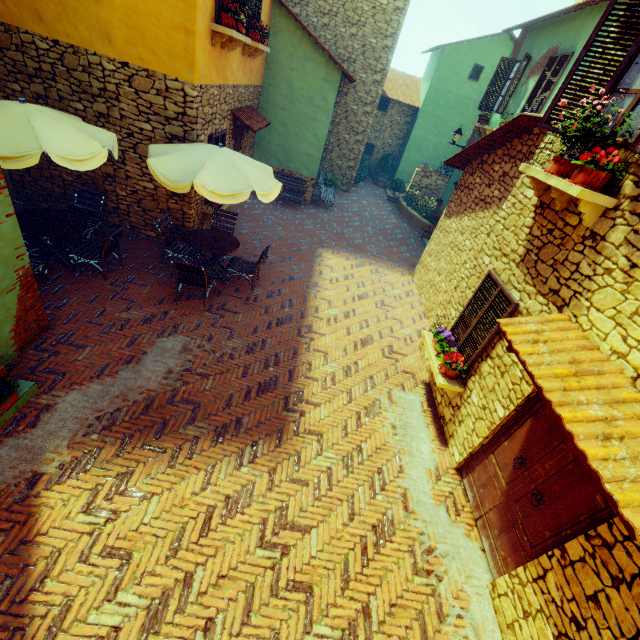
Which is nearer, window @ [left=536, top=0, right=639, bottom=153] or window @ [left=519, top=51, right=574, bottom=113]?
window @ [left=536, top=0, right=639, bottom=153]

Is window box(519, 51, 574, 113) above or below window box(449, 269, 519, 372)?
above

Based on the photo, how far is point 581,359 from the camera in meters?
3.4

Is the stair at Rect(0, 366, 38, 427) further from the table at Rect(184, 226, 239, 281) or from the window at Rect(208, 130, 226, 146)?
the window at Rect(208, 130, 226, 146)

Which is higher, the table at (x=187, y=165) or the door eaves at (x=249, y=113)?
the door eaves at (x=249, y=113)

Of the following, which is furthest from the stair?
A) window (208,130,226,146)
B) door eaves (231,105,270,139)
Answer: door eaves (231,105,270,139)

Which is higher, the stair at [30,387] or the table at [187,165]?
the table at [187,165]

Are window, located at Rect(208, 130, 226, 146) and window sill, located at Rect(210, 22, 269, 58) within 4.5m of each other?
yes
